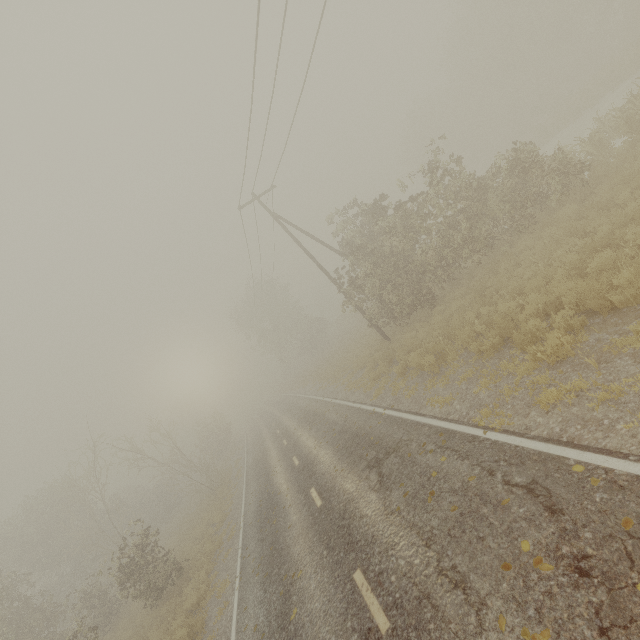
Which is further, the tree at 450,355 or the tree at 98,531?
the tree at 98,531

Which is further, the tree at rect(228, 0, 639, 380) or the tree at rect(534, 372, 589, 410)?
the tree at rect(228, 0, 639, 380)

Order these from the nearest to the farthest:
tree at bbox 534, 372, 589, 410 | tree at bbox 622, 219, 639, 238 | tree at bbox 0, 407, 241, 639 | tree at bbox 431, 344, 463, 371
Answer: tree at bbox 534, 372, 589, 410
tree at bbox 622, 219, 639, 238
tree at bbox 431, 344, 463, 371
tree at bbox 0, 407, 241, 639

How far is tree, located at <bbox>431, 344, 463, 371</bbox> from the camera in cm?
1047

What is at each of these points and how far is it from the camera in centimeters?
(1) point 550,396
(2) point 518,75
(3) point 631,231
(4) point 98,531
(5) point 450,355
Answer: (1) tree, 591cm
(2) tree, 3731cm
(3) tree, 775cm
(4) tree, 2248cm
(5) tree, 1067cm

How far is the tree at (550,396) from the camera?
5.6m

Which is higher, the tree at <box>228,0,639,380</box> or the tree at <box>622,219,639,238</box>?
the tree at <box>228,0,639,380</box>
